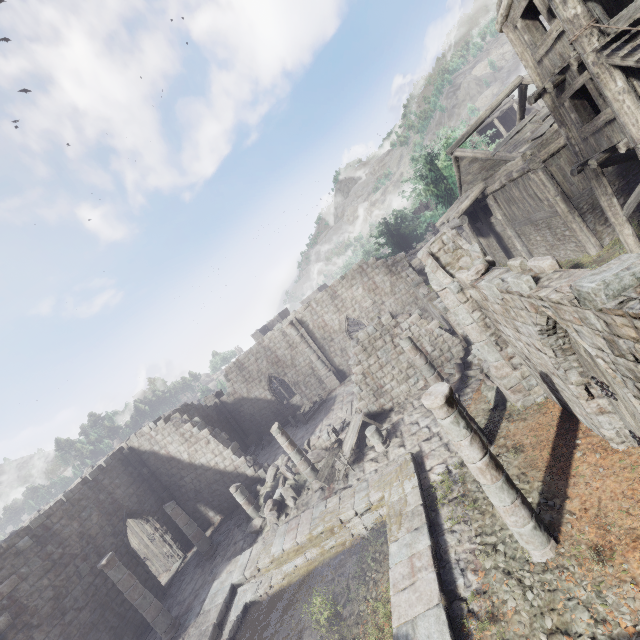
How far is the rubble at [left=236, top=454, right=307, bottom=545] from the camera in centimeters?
1432cm

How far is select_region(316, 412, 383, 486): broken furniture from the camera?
13.7m

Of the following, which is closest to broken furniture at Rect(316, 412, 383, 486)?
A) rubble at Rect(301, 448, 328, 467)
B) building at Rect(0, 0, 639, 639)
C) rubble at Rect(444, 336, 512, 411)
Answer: building at Rect(0, 0, 639, 639)

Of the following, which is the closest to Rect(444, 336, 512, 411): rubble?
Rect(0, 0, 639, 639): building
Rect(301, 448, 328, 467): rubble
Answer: Rect(0, 0, 639, 639): building

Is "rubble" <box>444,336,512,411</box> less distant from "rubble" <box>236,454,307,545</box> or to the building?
the building

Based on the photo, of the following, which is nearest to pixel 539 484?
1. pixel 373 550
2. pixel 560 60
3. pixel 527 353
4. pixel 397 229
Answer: pixel 527 353

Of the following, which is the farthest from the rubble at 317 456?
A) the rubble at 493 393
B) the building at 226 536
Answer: the rubble at 493 393

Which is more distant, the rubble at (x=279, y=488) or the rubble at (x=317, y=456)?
the rubble at (x=317, y=456)
